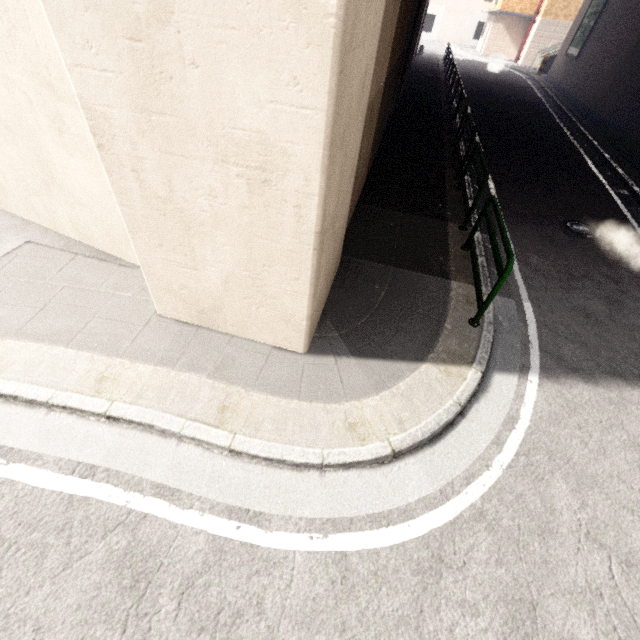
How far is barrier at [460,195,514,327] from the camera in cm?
395

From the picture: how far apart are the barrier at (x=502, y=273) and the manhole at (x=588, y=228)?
2.7m

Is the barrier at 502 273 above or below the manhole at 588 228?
above

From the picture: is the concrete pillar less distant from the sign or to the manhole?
the manhole

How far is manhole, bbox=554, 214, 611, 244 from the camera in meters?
6.9 m

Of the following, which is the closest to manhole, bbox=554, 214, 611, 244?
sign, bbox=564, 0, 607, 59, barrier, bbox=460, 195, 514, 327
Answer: barrier, bbox=460, 195, 514, 327

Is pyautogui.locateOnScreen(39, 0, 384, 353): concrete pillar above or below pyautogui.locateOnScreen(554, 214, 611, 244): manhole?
above

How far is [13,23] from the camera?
2.9m
